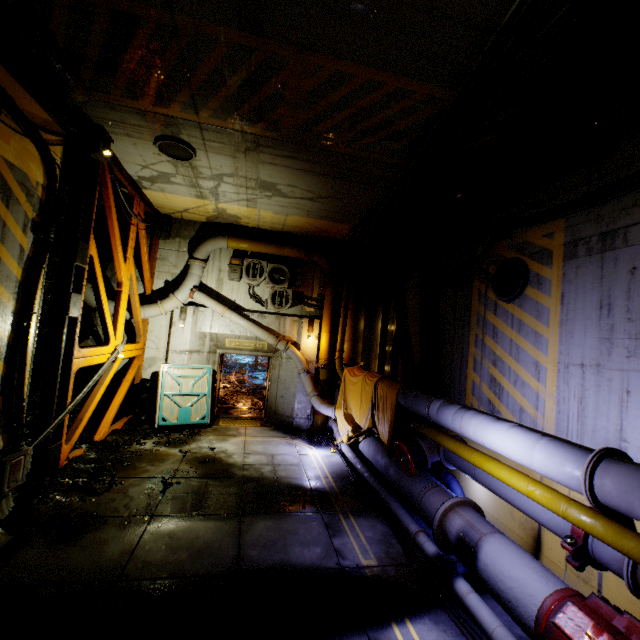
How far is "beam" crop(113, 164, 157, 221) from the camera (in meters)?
8.08

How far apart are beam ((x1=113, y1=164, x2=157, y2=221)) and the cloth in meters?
6.4 m

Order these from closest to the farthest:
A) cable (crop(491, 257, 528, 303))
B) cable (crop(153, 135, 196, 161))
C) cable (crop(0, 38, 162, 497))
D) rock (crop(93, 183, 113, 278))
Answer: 1. cable (crop(0, 38, 162, 497))
2. cable (crop(491, 257, 528, 303))
3. cable (crop(153, 135, 196, 161))
4. rock (crop(93, 183, 113, 278))

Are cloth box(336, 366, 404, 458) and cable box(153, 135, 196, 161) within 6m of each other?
A: no

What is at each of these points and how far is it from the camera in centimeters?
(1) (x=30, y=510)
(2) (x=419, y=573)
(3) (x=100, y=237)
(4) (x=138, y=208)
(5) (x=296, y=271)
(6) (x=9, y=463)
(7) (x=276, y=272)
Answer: (1) rock, 516cm
(2) cable, 462cm
(3) rock, 938cm
(4) beam, 919cm
(5) cable box, 1195cm
(6) cable, 483cm
(7) air conditioner, 1170cm

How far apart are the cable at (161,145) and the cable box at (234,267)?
4.3m

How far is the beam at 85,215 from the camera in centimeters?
605cm

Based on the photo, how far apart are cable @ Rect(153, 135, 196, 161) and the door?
6.2 meters
